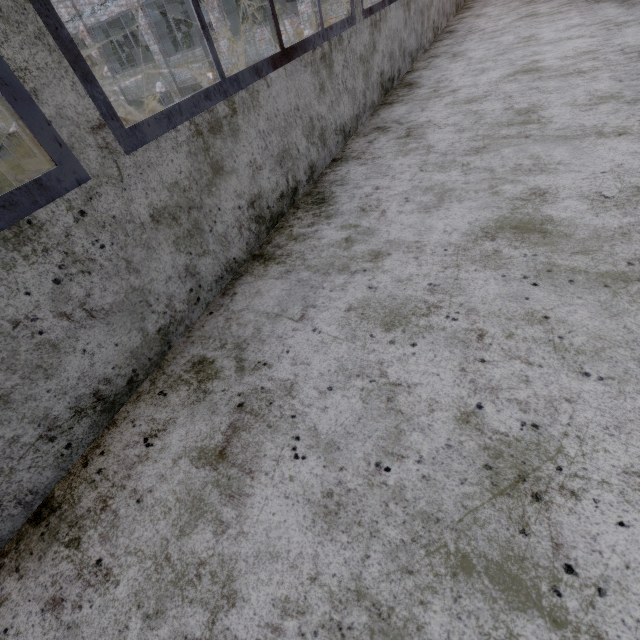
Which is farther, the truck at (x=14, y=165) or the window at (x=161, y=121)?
the truck at (x=14, y=165)

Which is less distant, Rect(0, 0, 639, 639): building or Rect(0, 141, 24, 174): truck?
Rect(0, 0, 639, 639): building

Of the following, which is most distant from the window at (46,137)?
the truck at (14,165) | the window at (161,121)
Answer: the truck at (14,165)

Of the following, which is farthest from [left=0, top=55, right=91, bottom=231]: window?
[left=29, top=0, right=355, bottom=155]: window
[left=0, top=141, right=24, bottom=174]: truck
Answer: [left=0, top=141, right=24, bottom=174]: truck

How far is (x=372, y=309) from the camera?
1.5 meters

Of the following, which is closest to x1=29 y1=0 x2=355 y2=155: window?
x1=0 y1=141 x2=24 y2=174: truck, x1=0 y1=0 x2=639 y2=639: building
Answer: x1=0 y1=0 x2=639 y2=639: building

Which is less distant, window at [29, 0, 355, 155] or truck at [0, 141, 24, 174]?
window at [29, 0, 355, 155]

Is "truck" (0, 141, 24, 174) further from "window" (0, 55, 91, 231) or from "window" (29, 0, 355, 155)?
"window" (0, 55, 91, 231)
